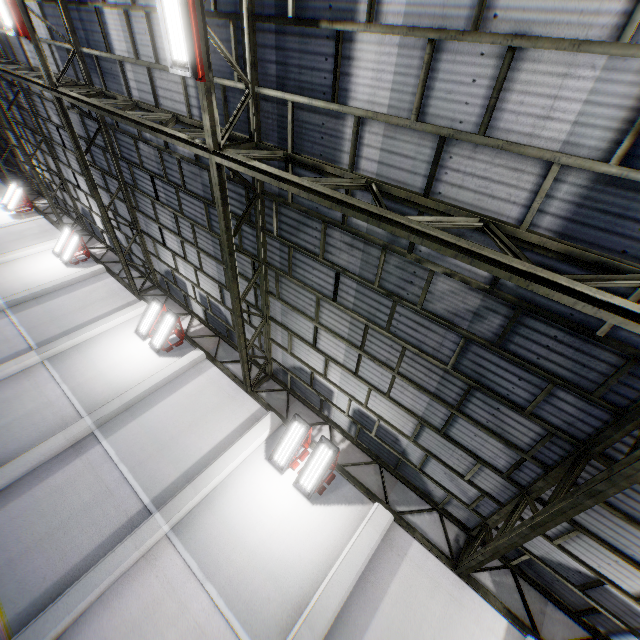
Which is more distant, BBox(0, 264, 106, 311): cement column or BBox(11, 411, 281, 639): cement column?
Answer: BBox(0, 264, 106, 311): cement column

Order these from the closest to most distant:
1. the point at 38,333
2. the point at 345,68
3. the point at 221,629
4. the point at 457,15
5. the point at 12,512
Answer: the point at 457,15
the point at 345,68
the point at 221,629
the point at 12,512
the point at 38,333

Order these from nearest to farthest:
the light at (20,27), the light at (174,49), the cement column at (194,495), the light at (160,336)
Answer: the light at (174,49), the cement column at (194,495), the light at (20,27), the light at (160,336)

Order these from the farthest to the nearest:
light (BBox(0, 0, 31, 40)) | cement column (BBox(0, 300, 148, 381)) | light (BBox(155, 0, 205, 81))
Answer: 1. cement column (BBox(0, 300, 148, 381))
2. light (BBox(0, 0, 31, 40))
3. light (BBox(155, 0, 205, 81))

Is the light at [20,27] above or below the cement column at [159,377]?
above

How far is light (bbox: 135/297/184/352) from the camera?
11.9m

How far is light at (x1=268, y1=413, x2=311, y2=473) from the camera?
8.97m

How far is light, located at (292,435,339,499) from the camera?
8.52m
